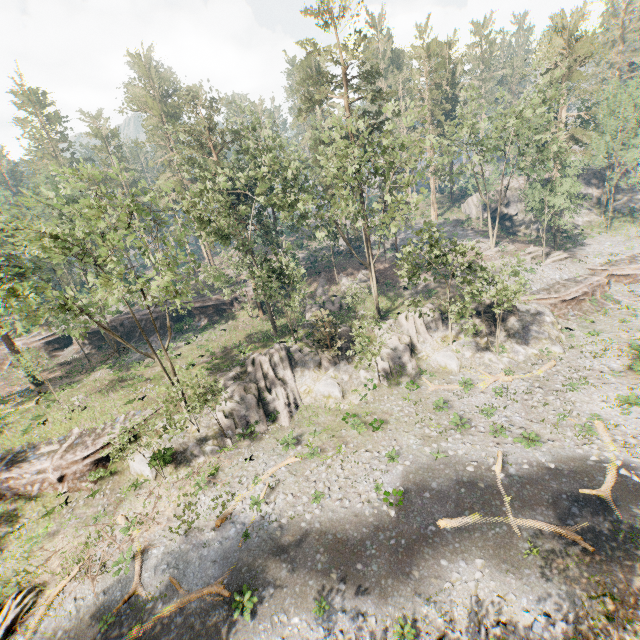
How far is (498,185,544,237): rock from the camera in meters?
52.5

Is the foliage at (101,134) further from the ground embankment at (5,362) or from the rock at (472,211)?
the rock at (472,211)

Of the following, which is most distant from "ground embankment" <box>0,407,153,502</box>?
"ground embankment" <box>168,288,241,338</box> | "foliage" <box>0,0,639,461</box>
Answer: "ground embankment" <box>168,288,241,338</box>

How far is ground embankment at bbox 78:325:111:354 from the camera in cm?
4344

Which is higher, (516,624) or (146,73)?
(146,73)

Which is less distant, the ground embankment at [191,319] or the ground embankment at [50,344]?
the ground embankment at [50,344]

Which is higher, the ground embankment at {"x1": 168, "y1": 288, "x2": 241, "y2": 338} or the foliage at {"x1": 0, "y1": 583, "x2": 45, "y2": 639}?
the ground embankment at {"x1": 168, "y1": 288, "x2": 241, "y2": 338}
